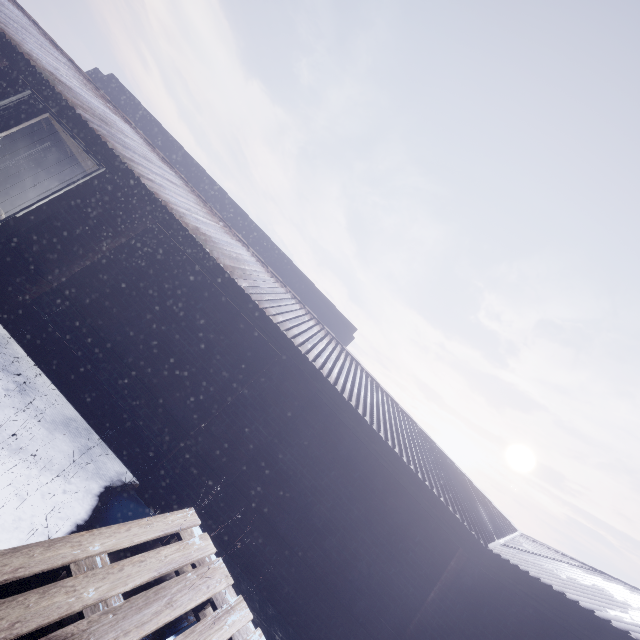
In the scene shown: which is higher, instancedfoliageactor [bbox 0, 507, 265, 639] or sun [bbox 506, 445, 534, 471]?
sun [bbox 506, 445, 534, 471]

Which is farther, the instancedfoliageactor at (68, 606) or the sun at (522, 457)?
the sun at (522, 457)

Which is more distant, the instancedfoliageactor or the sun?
the sun

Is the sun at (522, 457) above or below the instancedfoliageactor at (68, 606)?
above

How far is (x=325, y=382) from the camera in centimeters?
407cm

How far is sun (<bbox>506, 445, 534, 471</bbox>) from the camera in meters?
54.7 m
